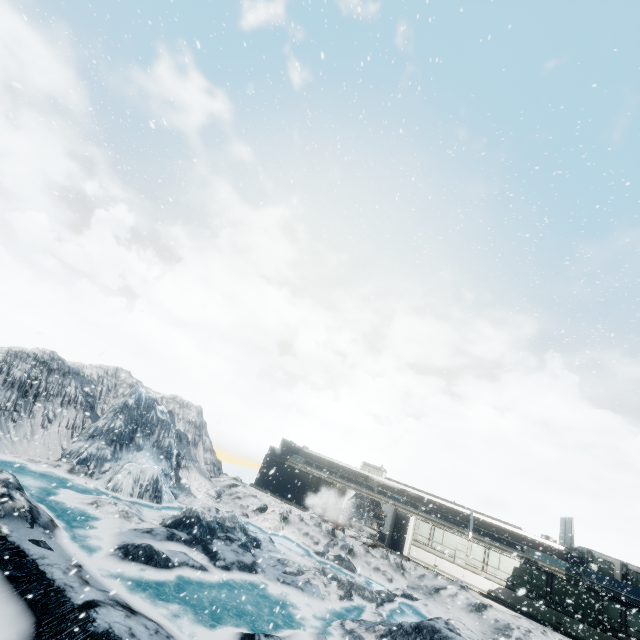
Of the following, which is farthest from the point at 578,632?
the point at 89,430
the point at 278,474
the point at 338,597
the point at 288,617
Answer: the point at 89,430
